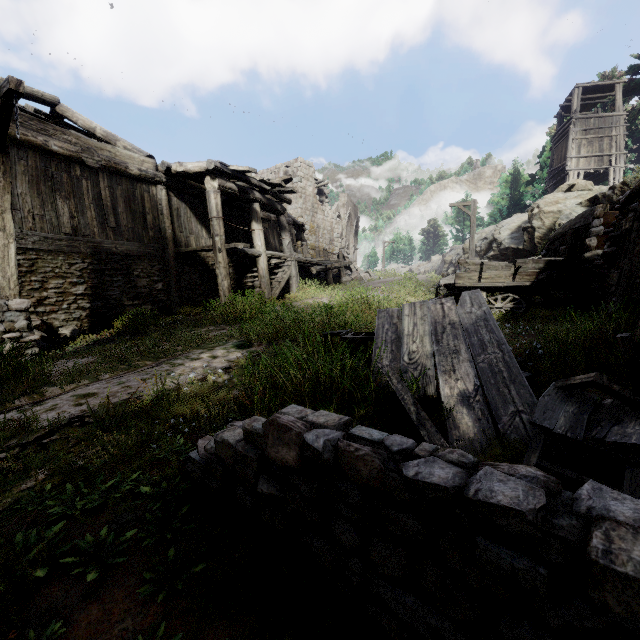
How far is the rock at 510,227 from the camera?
16.52m

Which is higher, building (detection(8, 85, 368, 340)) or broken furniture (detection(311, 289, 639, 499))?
building (detection(8, 85, 368, 340))

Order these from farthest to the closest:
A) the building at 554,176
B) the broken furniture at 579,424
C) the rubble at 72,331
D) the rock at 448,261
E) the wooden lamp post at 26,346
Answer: the rock at 448,261
the building at 554,176
the rubble at 72,331
the wooden lamp post at 26,346
the broken furniture at 579,424

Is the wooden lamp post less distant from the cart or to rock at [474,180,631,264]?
the cart

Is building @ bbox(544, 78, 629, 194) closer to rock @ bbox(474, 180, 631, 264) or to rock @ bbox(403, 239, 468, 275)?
rock @ bbox(474, 180, 631, 264)

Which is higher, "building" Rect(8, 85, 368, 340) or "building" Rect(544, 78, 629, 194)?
"building" Rect(544, 78, 629, 194)

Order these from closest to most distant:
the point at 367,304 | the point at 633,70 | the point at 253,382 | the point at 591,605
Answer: the point at 591,605 → the point at 253,382 → the point at 367,304 → the point at 633,70

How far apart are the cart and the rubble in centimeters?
987cm
